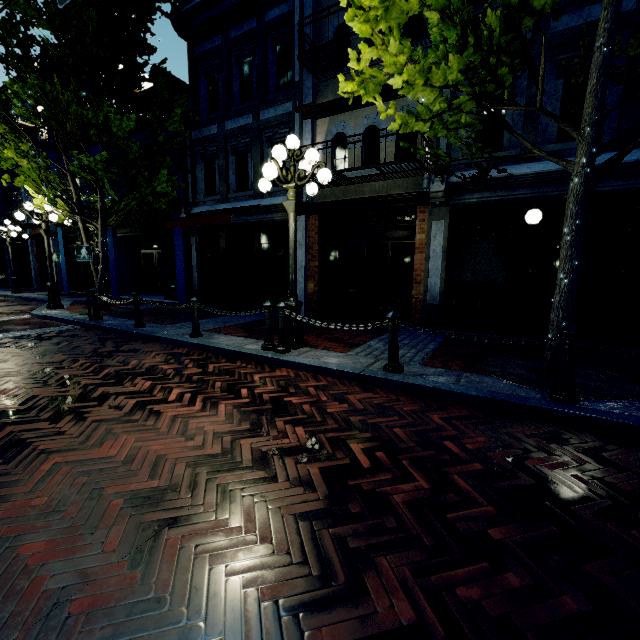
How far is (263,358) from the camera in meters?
5.4 m

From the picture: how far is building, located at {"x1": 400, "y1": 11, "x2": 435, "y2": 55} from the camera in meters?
7.1

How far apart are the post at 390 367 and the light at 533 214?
4.5 meters

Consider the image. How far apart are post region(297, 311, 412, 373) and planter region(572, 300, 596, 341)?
3.46m

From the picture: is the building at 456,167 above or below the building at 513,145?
below

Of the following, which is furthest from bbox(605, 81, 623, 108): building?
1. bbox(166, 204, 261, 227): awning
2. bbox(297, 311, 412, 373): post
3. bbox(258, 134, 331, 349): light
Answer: bbox(297, 311, 412, 373): post

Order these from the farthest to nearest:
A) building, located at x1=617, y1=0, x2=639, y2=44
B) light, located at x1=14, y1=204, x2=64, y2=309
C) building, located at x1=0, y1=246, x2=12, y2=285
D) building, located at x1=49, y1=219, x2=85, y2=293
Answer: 1. building, located at x1=0, y1=246, x2=12, y2=285
2. building, located at x1=49, y1=219, x2=85, y2=293
3. light, located at x1=14, y1=204, x2=64, y2=309
4. building, located at x1=617, y1=0, x2=639, y2=44

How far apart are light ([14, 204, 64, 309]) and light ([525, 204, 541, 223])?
13.2 meters
